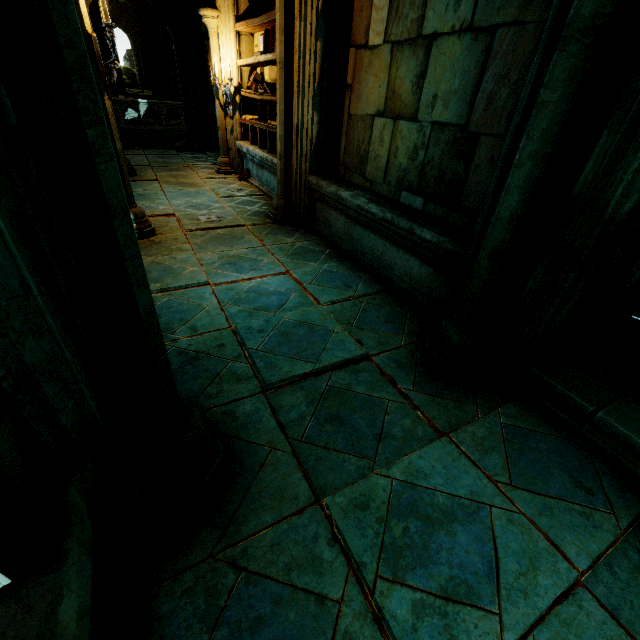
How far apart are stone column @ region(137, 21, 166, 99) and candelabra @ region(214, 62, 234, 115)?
19.22m

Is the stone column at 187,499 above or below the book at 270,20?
below

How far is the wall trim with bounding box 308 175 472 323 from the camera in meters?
3.2

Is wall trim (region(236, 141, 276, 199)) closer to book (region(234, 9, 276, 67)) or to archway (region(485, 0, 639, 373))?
archway (region(485, 0, 639, 373))

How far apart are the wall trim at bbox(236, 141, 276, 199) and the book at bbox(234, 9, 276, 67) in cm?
149

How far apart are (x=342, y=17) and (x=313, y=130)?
1.3 meters

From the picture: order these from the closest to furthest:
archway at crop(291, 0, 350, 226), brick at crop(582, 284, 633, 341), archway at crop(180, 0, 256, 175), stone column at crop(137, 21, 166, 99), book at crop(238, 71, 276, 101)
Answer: brick at crop(582, 284, 633, 341) < archway at crop(291, 0, 350, 226) < book at crop(238, 71, 276, 101) < archway at crop(180, 0, 256, 175) < stone column at crop(137, 21, 166, 99)

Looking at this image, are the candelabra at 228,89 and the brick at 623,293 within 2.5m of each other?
no
